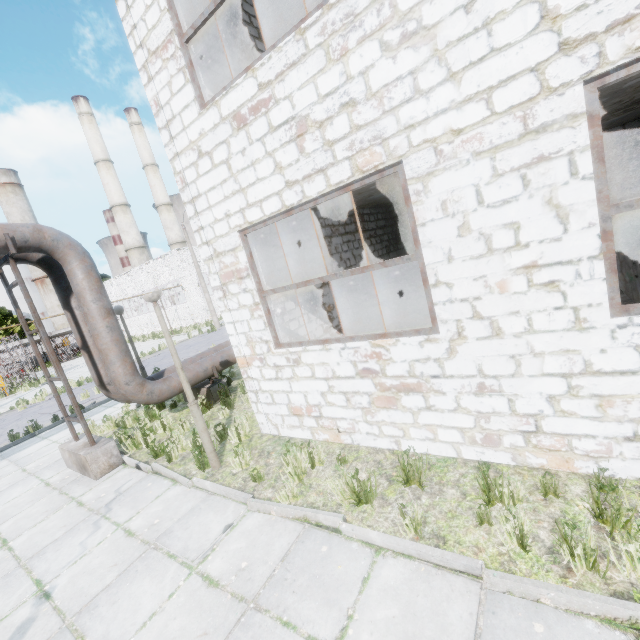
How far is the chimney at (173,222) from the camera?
49.3m

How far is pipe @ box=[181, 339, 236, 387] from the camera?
8.7m

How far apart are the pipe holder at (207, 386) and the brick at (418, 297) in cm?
618

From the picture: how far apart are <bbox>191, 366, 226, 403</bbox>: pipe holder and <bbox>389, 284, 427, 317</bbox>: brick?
6.18m

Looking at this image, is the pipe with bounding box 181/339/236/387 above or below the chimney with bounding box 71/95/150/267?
below

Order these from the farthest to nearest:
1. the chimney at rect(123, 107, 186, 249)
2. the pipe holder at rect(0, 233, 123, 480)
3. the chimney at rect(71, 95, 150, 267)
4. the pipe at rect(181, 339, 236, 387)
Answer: the chimney at rect(123, 107, 186, 249), the chimney at rect(71, 95, 150, 267), the pipe at rect(181, 339, 236, 387), the pipe holder at rect(0, 233, 123, 480)

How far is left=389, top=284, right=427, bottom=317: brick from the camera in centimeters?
1166cm

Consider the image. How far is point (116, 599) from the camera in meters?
3.7 m
